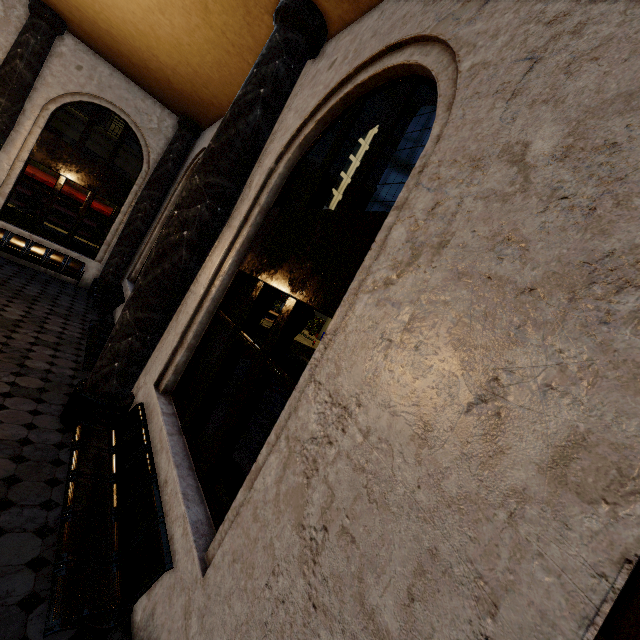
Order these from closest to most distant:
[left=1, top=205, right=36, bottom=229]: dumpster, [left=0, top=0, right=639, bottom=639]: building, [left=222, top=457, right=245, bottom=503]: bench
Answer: [left=0, top=0, right=639, bottom=639]: building, [left=222, top=457, right=245, bottom=503]: bench, [left=1, top=205, right=36, bottom=229]: dumpster

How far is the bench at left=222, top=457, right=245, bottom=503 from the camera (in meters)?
3.94

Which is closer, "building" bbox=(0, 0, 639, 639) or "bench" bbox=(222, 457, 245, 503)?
"building" bbox=(0, 0, 639, 639)

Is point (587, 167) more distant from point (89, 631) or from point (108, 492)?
point (108, 492)

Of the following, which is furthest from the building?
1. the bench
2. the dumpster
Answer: the dumpster

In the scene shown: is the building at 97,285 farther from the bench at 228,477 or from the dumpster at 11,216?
the dumpster at 11,216

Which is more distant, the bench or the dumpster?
the dumpster

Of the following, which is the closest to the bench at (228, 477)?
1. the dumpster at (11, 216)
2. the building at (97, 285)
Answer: the building at (97, 285)
